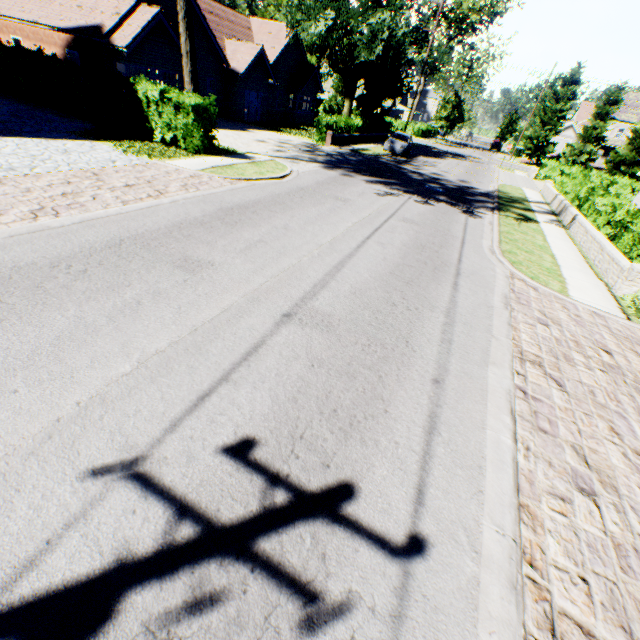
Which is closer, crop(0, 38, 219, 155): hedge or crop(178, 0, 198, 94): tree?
crop(178, 0, 198, 94): tree

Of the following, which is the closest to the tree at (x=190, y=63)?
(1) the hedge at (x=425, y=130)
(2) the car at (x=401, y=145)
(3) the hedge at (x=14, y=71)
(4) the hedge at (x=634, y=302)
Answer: (3) the hedge at (x=14, y=71)

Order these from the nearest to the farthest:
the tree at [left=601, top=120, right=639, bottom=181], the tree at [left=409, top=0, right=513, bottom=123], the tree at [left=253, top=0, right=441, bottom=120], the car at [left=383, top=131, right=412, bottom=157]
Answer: the tree at [left=253, top=0, right=441, bottom=120], the car at [left=383, top=131, right=412, bottom=157], the tree at [left=409, top=0, right=513, bottom=123], the tree at [left=601, top=120, right=639, bottom=181]

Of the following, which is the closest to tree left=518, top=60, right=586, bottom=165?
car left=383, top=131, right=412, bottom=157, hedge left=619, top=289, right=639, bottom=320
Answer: car left=383, top=131, right=412, bottom=157

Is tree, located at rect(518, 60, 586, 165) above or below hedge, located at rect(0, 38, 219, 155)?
above

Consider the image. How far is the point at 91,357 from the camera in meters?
4.1 m

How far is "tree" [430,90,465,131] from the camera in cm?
4762

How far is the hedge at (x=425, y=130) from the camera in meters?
51.0
